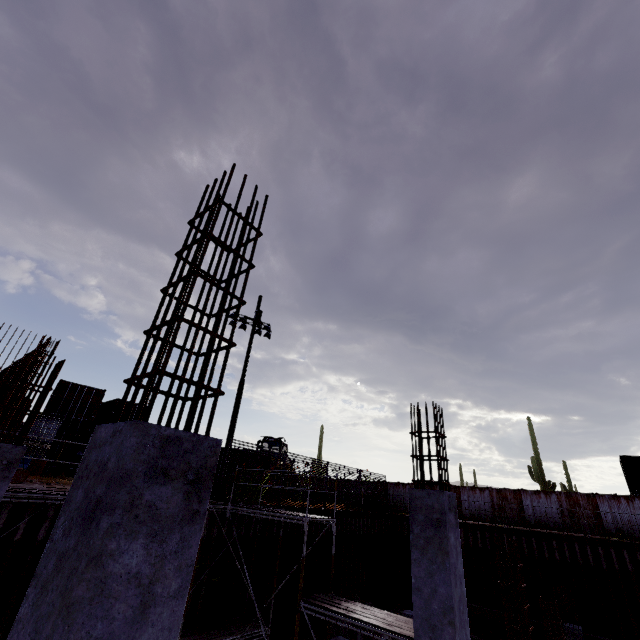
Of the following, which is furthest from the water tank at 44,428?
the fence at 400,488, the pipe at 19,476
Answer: the fence at 400,488

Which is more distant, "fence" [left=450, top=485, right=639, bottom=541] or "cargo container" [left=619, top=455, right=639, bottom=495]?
"cargo container" [left=619, top=455, right=639, bottom=495]

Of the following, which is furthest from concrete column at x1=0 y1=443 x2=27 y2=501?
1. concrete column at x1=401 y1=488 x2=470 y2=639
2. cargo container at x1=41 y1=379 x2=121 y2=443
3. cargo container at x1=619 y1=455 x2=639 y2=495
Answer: cargo container at x1=619 y1=455 x2=639 y2=495

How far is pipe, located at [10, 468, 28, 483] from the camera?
10.9 meters

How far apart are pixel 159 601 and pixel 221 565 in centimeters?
1466cm

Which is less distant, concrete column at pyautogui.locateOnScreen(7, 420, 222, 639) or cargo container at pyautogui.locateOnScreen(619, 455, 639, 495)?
concrete column at pyautogui.locateOnScreen(7, 420, 222, 639)

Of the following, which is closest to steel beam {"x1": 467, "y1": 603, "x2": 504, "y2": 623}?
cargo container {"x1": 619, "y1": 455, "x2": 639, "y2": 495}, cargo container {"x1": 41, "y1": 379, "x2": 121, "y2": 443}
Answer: cargo container {"x1": 619, "y1": 455, "x2": 639, "y2": 495}

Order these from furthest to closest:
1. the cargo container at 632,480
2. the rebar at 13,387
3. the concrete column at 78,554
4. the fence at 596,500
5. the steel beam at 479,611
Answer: the cargo container at 632,480, the fence at 596,500, the steel beam at 479,611, the rebar at 13,387, the concrete column at 78,554
